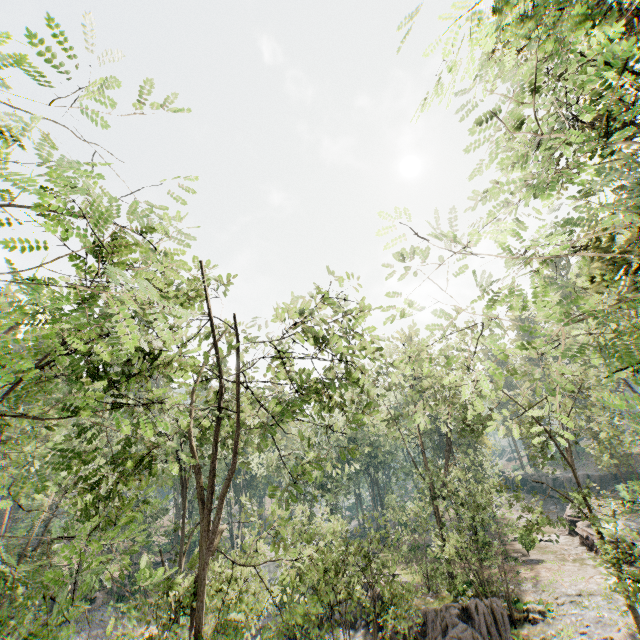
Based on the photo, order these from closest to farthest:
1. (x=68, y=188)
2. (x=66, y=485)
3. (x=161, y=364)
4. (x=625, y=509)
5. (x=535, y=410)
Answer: (x=68, y=188) < (x=535, y=410) < (x=161, y=364) < (x=66, y=485) < (x=625, y=509)

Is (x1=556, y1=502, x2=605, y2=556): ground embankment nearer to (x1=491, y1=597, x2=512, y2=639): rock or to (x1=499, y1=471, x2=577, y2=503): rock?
(x1=499, y1=471, x2=577, y2=503): rock

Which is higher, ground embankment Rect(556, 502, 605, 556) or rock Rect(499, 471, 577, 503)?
rock Rect(499, 471, 577, 503)

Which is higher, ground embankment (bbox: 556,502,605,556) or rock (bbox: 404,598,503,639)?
ground embankment (bbox: 556,502,605,556)

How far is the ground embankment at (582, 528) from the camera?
25.82m

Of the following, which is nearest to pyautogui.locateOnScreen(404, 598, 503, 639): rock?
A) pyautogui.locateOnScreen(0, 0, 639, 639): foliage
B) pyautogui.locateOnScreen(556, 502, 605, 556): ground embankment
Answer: pyautogui.locateOnScreen(0, 0, 639, 639): foliage

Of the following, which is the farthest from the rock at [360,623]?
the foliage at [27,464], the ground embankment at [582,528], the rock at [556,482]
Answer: the rock at [556,482]

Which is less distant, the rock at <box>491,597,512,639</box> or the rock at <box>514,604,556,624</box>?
the rock at <box>491,597,512,639</box>
